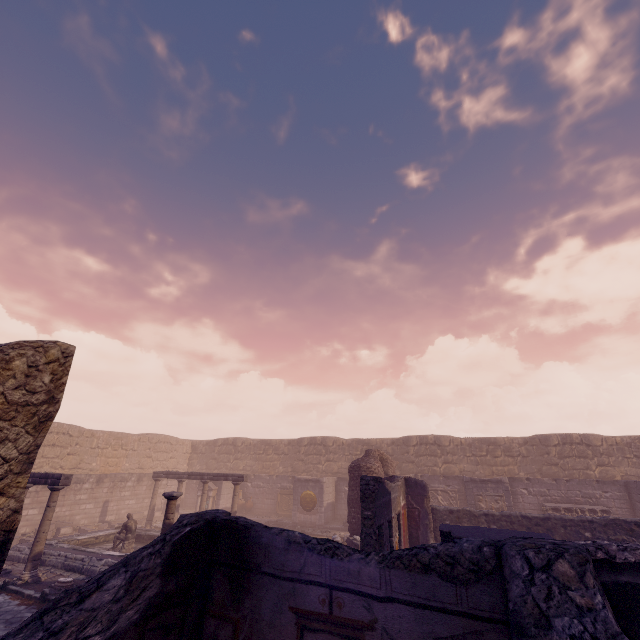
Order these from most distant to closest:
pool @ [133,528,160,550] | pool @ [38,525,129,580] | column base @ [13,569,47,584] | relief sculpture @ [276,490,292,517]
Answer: relief sculpture @ [276,490,292,517] → pool @ [133,528,160,550] → pool @ [38,525,129,580] → column base @ [13,569,47,584]

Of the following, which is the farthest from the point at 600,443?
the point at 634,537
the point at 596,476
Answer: the point at 634,537

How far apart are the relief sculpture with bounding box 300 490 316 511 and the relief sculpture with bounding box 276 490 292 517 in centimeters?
167cm

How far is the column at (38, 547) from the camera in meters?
9.5 m

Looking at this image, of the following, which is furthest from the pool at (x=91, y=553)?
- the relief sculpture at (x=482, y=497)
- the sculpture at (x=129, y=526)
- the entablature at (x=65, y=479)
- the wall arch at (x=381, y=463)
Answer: the relief sculpture at (x=482, y=497)

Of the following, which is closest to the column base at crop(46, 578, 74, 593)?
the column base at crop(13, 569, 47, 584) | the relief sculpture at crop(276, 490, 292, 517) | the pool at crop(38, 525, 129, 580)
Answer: the pool at crop(38, 525, 129, 580)

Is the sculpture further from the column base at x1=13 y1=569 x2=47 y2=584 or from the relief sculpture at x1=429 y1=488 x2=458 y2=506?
the relief sculpture at x1=429 y1=488 x2=458 y2=506

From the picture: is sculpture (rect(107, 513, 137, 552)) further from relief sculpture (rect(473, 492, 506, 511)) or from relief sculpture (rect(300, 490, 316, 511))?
relief sculpture (rect(473, 492, 506, 511))
